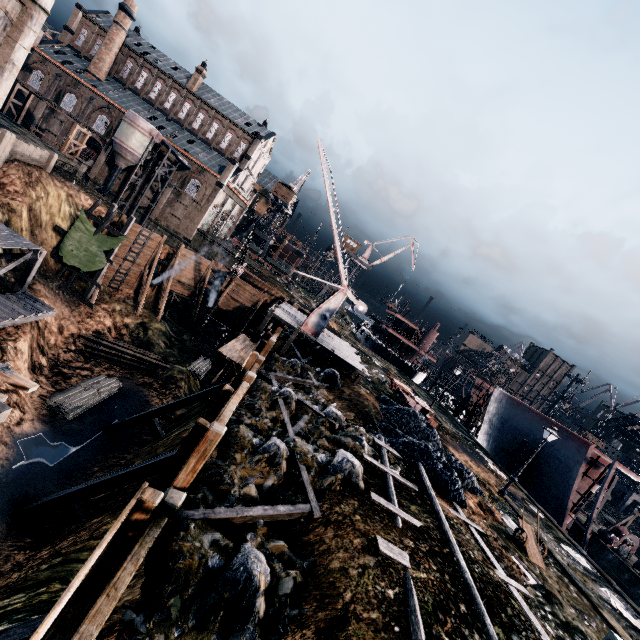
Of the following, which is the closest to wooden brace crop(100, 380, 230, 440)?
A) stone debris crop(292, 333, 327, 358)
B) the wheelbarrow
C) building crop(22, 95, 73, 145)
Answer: stone debris crop(292, 333, 327, 358)

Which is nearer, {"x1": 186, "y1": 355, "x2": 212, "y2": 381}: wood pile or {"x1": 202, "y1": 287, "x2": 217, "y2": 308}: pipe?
{"x1": 186, "y1": 355, "x2": 212, "y2": 381}: wood pile

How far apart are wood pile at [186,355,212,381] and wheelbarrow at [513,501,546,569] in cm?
3083

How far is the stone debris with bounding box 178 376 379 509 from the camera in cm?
948

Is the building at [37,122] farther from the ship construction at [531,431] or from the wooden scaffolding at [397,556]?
the wooden scaffolding at [397,556]

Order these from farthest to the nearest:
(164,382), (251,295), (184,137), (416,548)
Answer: (184,137)
(251,295)
(164,382)
(416,548)

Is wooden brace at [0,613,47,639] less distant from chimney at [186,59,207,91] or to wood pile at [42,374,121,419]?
wood pile at [42,374,121,419]

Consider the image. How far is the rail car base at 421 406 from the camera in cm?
2581
